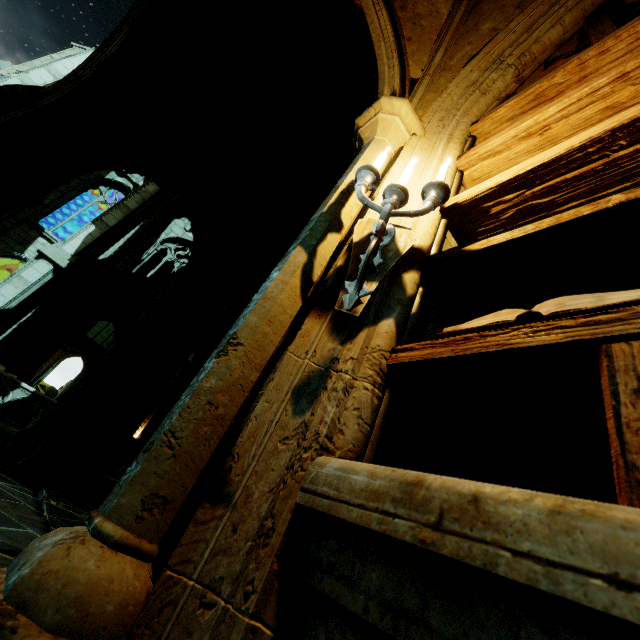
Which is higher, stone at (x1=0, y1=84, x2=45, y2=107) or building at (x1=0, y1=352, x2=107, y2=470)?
stone at (x1=0, y1=84, x2=45, y2=107)

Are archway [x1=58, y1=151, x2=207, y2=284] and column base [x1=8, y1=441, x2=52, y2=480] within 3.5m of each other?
yes

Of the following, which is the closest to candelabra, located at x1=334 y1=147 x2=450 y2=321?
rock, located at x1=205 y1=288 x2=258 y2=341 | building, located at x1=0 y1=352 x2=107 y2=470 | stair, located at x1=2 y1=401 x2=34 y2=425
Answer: building, located at x1=0 y1=352 x2=107 y2=470

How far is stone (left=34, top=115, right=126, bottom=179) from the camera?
4.29m

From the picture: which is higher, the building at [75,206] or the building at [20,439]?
the building at [75,206]

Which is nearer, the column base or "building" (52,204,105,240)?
the column base

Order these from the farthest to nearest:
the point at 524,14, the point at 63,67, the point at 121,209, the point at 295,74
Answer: the point at 63,67 → the point at 121,209 → the point at 295,74 → the point at 524,14

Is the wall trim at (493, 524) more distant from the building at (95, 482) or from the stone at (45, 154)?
the stone at (45, 154)
